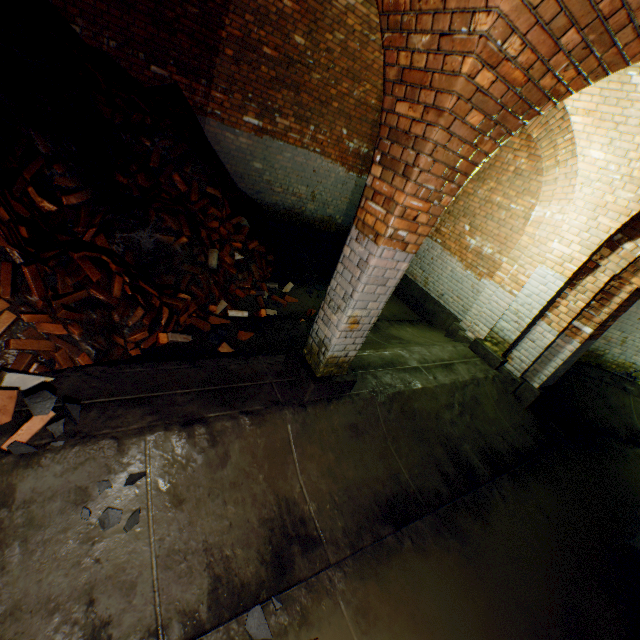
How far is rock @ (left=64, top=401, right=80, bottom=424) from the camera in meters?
2.3

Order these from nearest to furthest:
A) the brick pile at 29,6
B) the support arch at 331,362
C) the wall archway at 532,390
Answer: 1. the support arch at 331,362
2. the brick pile at 29,6
3. the wall archway at 532,390

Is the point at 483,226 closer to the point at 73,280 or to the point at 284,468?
the point at 284,468

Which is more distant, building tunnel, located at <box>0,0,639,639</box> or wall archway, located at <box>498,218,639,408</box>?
wall archway, located at <box>498,218,639,408</box>

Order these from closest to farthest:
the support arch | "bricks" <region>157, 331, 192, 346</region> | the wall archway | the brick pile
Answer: the support arch, the brick pile, "bricks" <region>157, 331, 192, 346</region>, the wall archway

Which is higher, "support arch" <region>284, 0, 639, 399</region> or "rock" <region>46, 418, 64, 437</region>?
"support arch" <region>284, 0, 639, 399</region>

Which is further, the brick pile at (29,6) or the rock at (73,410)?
the brick pile at (29,6)

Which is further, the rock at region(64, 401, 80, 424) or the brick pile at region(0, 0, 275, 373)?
the brick pile at region(0, 0, 275, 373)
